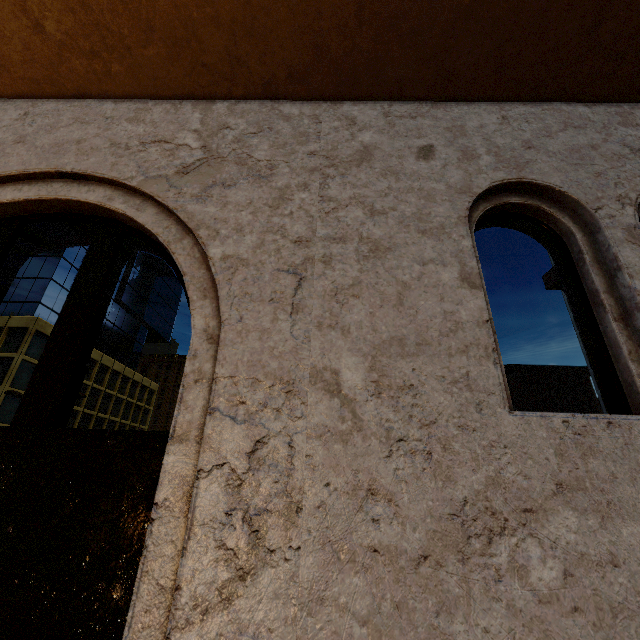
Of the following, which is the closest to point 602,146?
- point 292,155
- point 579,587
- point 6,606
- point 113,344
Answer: point 292,155
